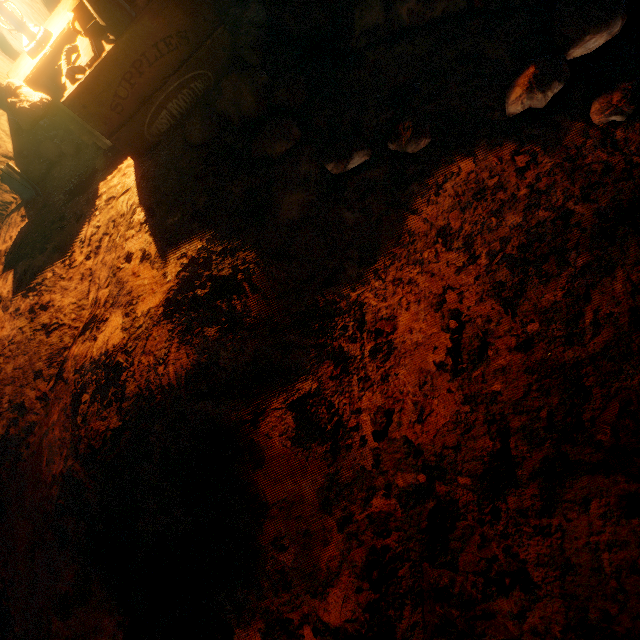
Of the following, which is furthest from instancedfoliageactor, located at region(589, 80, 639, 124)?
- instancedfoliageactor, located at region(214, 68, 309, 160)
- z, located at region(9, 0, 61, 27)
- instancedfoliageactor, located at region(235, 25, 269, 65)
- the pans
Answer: the pans

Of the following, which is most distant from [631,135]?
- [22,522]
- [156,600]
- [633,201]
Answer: [22,522]

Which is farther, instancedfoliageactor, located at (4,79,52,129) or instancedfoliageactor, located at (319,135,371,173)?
instancedfoliageactor, located at (4,79,52,129)

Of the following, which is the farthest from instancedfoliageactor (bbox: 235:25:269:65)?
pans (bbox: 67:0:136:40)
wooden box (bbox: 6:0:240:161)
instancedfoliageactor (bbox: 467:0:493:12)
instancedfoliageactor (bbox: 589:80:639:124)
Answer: instancedfoliageactor (bbox: 589:80:639:124)

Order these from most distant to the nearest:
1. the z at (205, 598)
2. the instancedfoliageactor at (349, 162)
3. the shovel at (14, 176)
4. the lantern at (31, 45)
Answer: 1. the shovel at (14, 176)
2. the lantern at (31, 45)
3. the instancedfoliageactor at (349, 162)
4. the z at (205, 598)

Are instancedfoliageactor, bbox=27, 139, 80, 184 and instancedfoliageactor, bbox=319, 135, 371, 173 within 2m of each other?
no

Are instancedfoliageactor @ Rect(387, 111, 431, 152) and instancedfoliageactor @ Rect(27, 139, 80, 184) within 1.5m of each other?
no

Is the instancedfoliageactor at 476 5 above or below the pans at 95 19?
below
